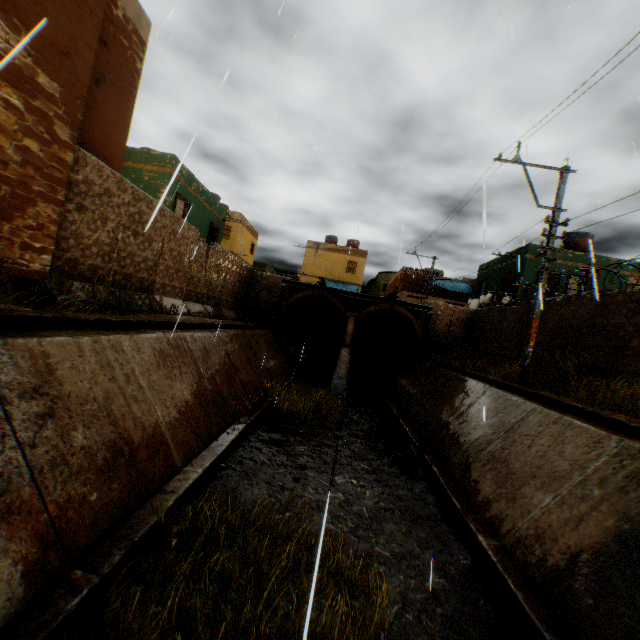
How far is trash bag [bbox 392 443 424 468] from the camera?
8.10m

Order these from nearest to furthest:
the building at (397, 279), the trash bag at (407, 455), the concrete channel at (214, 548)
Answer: the concrete channel at (214, 548) < the trash bag at (407, 455) < the building at (397, 279)

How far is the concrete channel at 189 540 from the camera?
3.98m

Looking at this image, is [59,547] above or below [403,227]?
below

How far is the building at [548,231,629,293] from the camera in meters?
19.4 m

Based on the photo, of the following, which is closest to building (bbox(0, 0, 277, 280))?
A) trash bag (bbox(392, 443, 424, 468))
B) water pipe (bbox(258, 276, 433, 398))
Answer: water pipe (bbox(258, 276, 433, 398))

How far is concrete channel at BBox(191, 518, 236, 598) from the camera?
3.8 meters

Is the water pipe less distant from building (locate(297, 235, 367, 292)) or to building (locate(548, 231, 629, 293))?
building (locate(548, 231, 629, 293))
